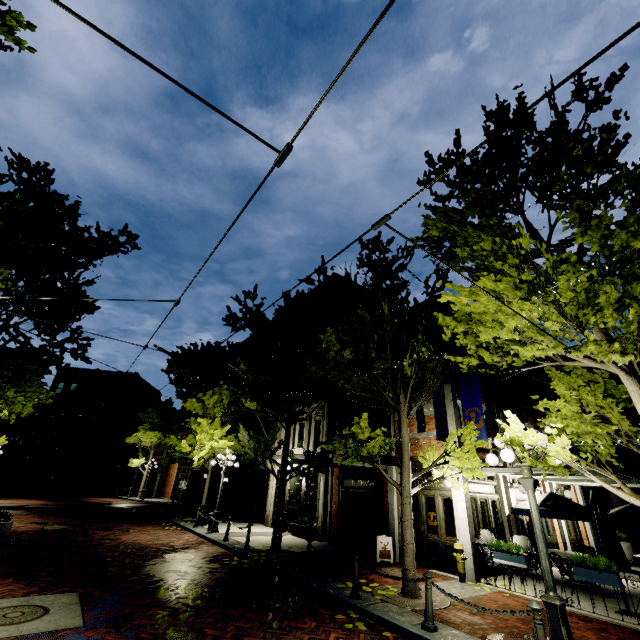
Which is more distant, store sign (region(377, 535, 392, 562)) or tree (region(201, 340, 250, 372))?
tree (region(201, 340, 250, 372))

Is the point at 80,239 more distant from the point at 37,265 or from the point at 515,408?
the point at 515,408

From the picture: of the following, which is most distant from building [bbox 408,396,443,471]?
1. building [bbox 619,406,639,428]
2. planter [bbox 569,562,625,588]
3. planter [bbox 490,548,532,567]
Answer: building [bbox 619,406,639,428]

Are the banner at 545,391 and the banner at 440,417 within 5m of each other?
no

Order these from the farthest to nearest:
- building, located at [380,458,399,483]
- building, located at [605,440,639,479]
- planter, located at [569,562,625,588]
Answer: building, located at [605,440,639,479] → building, located at [380,458,399,483] → planter, located at [569,562,625,588]

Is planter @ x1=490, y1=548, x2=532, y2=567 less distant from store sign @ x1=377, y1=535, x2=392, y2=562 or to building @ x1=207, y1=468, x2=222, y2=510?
building @ x1=207, y1=468, x2=222, y2=510

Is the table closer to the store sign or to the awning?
the store sign

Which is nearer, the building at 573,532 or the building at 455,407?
the building at 455,407
